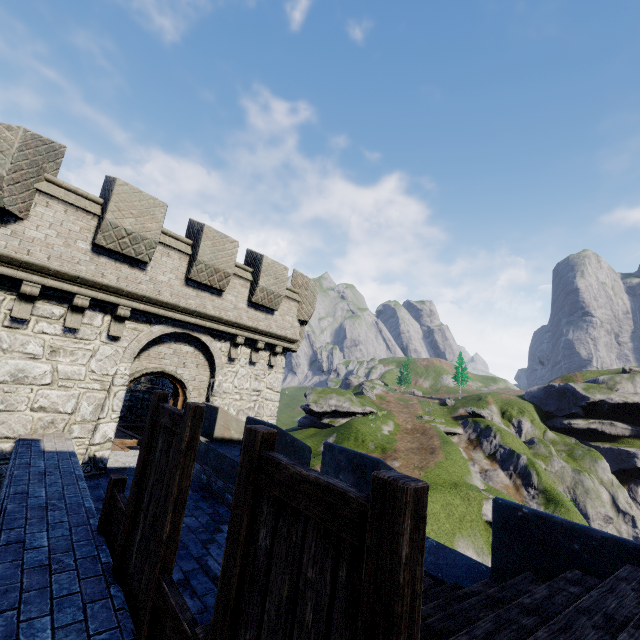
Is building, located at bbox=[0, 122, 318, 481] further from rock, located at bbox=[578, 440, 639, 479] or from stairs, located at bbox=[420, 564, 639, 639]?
rock, located at bbox=[578, 440, 639, 479]

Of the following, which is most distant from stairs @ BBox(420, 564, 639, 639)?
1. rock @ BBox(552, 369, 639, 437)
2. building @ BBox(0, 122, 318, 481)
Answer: rock @ BBox(552, 369, 639, 437)

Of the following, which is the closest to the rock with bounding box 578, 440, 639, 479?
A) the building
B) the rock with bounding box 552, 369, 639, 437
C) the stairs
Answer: the rock with bounding box 552, 369, 639, 437

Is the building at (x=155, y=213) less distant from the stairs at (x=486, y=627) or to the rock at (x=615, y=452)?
the stairs at (x=486, y=627)

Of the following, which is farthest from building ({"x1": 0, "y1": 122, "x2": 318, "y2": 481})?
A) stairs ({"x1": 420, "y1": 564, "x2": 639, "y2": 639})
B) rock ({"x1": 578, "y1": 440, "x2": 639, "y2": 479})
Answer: rock ({"x1": 578, "y1": 440, "x2": 639, "y2": 479})

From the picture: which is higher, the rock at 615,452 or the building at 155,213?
the building at 155,213

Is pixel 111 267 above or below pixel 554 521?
above
